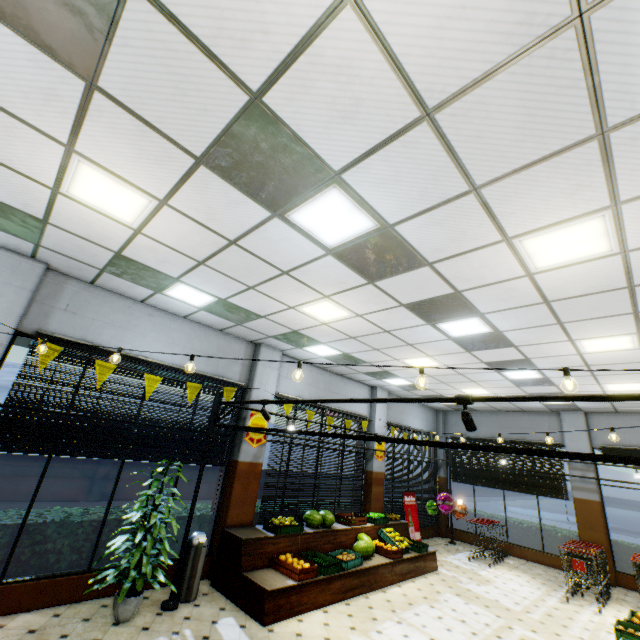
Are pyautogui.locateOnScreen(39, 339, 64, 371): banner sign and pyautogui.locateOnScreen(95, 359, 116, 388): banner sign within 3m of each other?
yes

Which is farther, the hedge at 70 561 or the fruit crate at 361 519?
the fruit crate at 361 519

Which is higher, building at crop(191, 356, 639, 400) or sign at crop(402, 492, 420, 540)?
building at crop(191, 356, 639, 400)

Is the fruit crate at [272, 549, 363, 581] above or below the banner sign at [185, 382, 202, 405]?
below

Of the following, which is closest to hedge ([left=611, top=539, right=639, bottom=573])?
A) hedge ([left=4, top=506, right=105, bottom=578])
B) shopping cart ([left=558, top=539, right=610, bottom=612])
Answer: shopping cart ([left=558, top=539, right=610, bottom=612])

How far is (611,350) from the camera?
5.9m

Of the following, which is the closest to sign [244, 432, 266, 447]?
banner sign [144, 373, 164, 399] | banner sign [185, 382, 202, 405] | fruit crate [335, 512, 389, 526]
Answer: banner sign [185, 382, 202, 405]

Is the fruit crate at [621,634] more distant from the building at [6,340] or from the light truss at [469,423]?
the light truss at [469,423]
